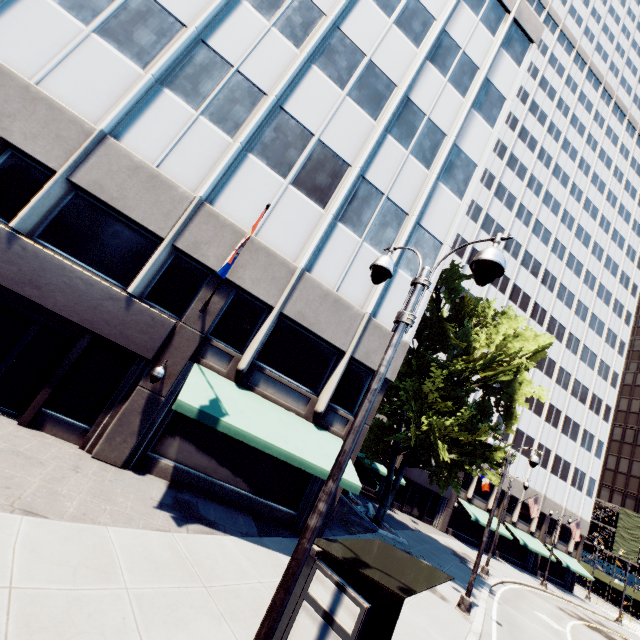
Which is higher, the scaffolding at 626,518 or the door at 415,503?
the scaffolding at 626,518

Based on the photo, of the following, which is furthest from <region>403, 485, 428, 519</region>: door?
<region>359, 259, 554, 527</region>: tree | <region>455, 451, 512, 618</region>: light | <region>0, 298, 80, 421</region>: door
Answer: <region>0, 298, 80, 421</region>: door

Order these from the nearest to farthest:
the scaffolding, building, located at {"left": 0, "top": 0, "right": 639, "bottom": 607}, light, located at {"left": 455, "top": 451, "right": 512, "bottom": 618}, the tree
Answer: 1. building, located at {"left": 0, "top": 0, "right": 639, "bottom": 607}
2. light, located at {"left": 455, "top": 451, "right": 512, "bottom": 618}
3. the tree
4. the scaffolding

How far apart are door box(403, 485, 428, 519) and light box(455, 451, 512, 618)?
20.66m

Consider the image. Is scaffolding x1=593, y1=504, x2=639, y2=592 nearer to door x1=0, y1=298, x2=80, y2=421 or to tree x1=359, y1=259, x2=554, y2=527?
tree x1=359, y1=259, x2=554, y2=527

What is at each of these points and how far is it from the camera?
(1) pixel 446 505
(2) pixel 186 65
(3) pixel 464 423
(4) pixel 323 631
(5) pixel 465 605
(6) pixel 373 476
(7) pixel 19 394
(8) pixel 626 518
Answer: (1) building, 34.53m
(2) building, 11.96m
(3) tree, 20.64m
(4) bus stop, 4.73m
(5) light, 13.23m
(6) building, 31.98m
(7) door, 9.75m
(8) scaffolding, 57.31m

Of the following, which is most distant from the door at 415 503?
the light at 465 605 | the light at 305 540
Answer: the light at 305 540

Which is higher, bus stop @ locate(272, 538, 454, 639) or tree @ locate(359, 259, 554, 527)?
tree @ locate(359, 259, 554, 527)
